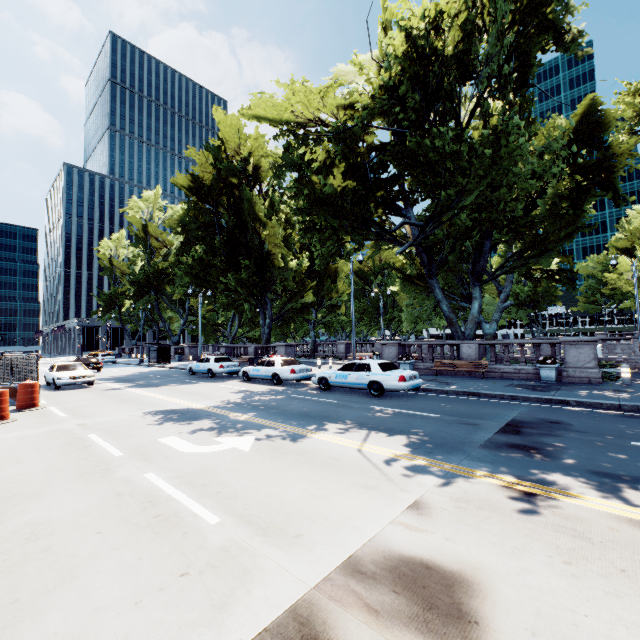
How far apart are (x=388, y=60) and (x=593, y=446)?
20.2 meters

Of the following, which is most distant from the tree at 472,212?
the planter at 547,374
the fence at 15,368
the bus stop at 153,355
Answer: the fence at 15,368

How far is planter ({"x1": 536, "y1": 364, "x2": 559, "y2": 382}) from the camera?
15.0m

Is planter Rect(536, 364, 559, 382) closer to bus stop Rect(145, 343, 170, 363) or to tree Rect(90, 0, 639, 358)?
tree Rect(90, 0, 639, 358)

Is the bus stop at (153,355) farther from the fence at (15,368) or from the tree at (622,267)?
the fence at (15,368)

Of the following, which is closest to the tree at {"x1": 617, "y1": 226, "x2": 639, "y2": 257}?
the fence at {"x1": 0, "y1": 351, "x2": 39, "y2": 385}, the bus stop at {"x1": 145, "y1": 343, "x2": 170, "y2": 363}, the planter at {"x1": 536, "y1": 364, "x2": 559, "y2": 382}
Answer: the planter at {"x1": 536, "y1": 364, "x2": 559, "y2": 382}

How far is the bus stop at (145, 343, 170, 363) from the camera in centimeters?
3600cm
